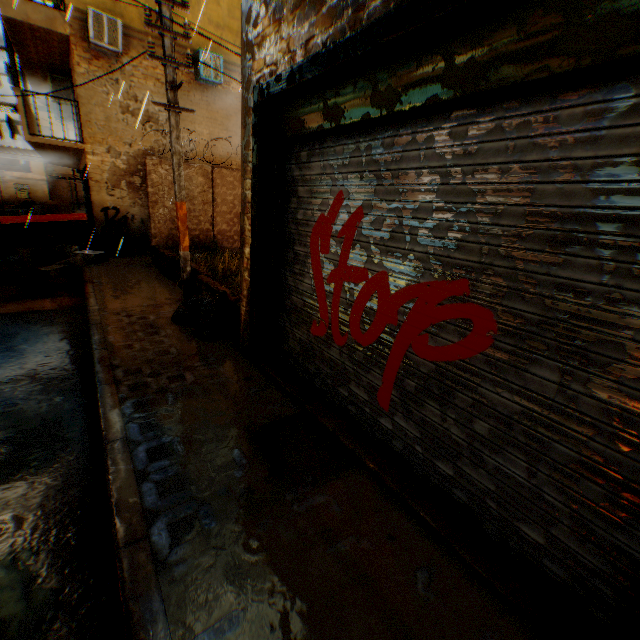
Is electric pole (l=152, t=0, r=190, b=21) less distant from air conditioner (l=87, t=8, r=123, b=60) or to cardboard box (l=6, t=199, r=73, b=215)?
air conditioner (l=87, t=8, r=123, b=60)

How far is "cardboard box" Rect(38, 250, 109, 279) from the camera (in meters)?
8.49

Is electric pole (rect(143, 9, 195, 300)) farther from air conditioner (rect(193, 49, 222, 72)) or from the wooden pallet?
the wooden pallet

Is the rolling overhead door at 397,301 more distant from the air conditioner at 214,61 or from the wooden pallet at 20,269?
the wooden pallet at 20,269

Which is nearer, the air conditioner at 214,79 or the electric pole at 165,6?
the electric pole at 165,6

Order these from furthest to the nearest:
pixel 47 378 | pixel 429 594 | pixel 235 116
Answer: pixel 235 116 < pixel 47 378 < pixel 429 594

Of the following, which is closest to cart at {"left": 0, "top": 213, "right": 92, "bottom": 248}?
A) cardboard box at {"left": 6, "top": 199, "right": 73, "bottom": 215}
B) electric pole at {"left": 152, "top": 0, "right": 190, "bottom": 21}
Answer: cardboard box at {"left": 6, "top": 199, "right": 73, "bottom": 215}

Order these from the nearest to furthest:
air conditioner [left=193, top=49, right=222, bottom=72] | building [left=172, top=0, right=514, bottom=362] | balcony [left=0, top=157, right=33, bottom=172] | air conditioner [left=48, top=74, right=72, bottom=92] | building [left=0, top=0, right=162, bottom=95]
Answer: building [left=172, top=0, right=514, bottom=362]
building [left=0, top=0, right=162, bottom=95]
air conditioner [left=193, top=49, right=222, bottom=72]
air conditioner [left=48, top=74, right=72, bottom=92]
balcony [left=0, top=157, right=33, bottom=172]
